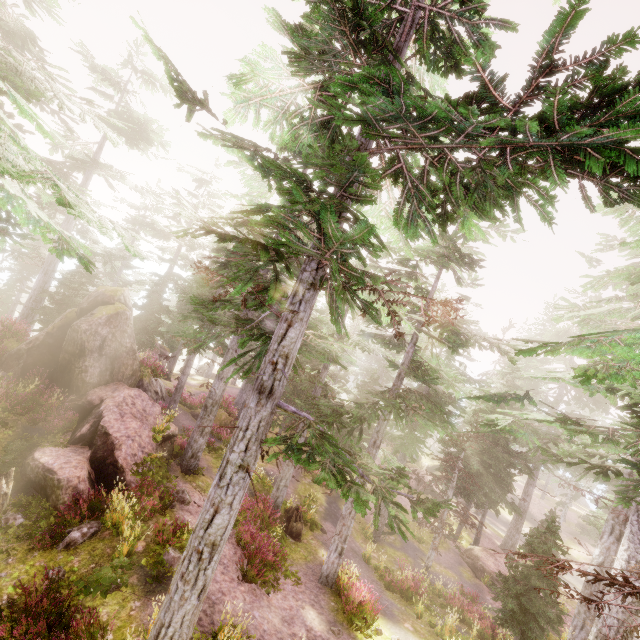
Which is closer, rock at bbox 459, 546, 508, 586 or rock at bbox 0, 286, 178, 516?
rock at bbox 0, 286, 178, 516

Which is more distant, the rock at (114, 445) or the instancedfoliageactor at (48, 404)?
the instancedfoliageactor at (48, 404)

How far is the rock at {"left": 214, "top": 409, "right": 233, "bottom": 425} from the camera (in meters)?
26.14

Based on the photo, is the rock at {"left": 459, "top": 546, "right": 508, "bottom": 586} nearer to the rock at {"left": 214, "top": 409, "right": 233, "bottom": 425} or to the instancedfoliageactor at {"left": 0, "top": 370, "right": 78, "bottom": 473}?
the instancedfoliageactor at {"left": 0, "top": 370, "right": 78, "bottom": 473}

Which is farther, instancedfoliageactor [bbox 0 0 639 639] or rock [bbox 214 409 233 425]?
rock [bbox 214 409 233 425]

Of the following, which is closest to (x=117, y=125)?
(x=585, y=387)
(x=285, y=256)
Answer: (x=285, y=256)

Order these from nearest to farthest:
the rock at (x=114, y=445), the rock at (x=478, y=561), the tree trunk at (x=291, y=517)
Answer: the rock at (x=114, y=445), the tree trunk at (x=291, y=517), the rock at (x=478, y=561)
